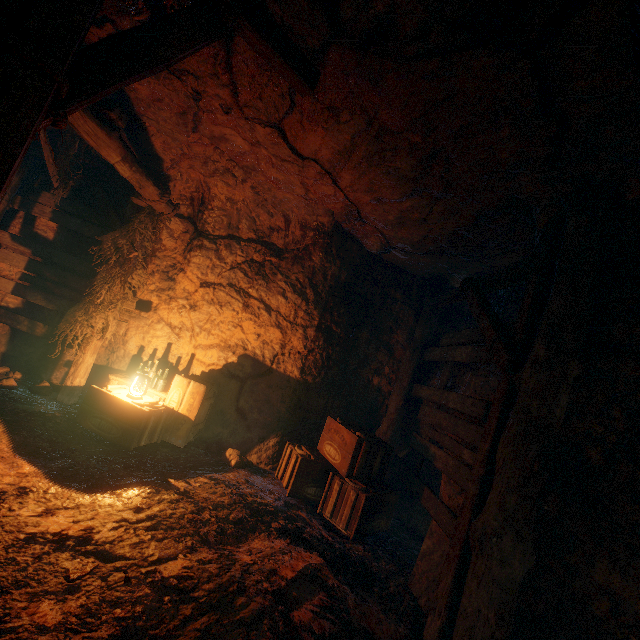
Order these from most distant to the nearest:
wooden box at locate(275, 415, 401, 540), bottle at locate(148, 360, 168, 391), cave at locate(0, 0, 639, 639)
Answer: bottle at locate(148, 360, 168, 391) → wooden box at locate(275, 415, 401, 540) → cave at locate(0, 0, 639, 639)

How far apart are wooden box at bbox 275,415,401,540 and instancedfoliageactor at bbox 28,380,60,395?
4.04m

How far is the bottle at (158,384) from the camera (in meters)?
5.62

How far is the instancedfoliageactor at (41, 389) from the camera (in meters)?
5.21

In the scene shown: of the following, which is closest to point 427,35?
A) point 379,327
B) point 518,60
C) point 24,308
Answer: point 518,60

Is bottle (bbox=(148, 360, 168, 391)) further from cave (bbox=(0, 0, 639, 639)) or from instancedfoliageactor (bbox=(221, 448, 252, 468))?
instancedfoliageactor (bbox=(221, 448, 252, 468))

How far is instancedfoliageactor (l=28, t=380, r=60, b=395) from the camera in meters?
5.2

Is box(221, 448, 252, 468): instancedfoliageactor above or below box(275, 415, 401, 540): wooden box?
below
